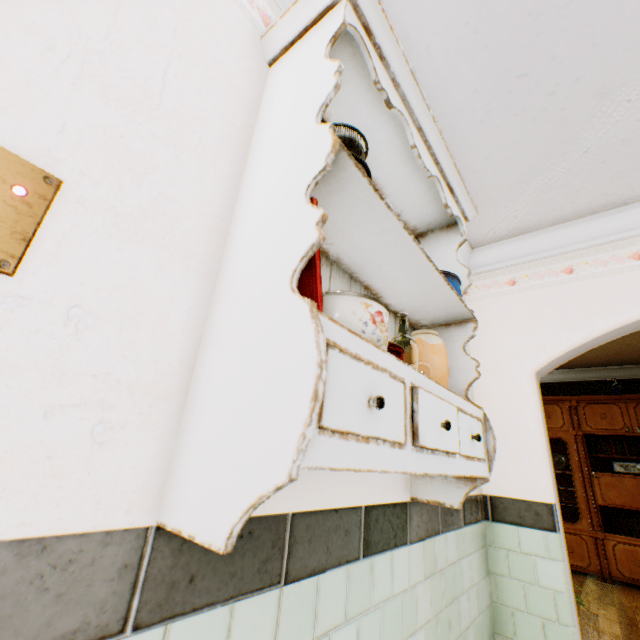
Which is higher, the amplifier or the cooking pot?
the cooking pot

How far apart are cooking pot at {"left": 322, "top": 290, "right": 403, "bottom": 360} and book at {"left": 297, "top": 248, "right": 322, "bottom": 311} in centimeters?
9cm

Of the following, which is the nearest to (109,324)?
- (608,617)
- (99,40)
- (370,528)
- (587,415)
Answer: (99,40)

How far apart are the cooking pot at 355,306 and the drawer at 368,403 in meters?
0.1 m

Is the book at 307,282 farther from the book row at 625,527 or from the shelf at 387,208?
the book row at 625,527

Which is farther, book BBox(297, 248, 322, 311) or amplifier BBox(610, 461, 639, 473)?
amplifier BBox(610, 461, 639, 473)

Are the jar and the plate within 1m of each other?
no

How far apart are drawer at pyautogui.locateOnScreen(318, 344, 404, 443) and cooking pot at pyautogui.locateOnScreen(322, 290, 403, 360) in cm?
9
